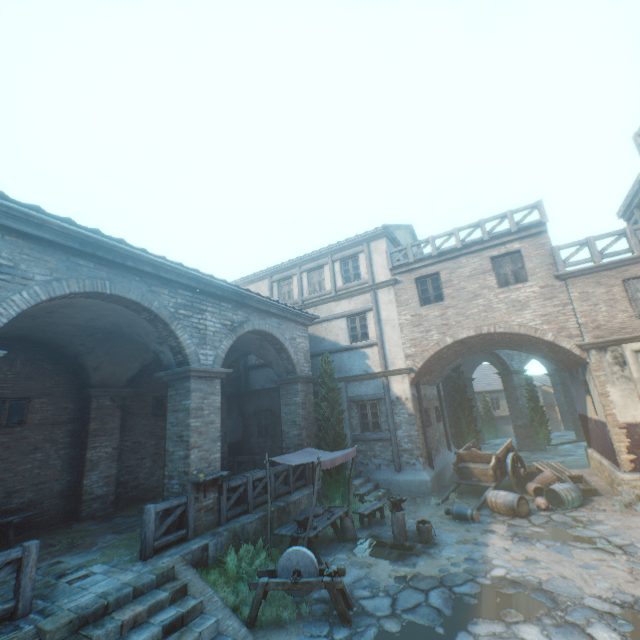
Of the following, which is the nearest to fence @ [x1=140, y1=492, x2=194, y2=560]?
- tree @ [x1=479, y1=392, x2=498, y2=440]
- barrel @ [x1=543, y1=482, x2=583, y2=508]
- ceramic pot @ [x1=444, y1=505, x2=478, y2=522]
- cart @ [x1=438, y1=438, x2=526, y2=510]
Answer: ceramic pot @ [x1=444, y1=505, x2=478, y2=522]

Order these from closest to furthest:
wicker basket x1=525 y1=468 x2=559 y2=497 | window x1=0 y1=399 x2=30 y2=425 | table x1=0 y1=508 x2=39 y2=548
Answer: table x1=0 y1=508 x2=39 y2=548 < window x1=0 y1=399 x2=30 y2=425 < wicker basket x1=525 y1=468 x2=559 y2=497

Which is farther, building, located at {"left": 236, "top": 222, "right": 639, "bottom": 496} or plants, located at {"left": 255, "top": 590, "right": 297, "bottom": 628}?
building, located at {"left": 236, "top": 222, "right": 639, "bottom": 496}

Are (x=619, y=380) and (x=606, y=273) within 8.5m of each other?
yes

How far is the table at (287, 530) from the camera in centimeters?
774cm

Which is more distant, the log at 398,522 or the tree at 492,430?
the tree at 492,430

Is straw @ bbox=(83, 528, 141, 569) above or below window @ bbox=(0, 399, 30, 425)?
below

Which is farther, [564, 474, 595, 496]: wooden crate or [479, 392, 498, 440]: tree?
[479, 392, 498, 440]: tree
